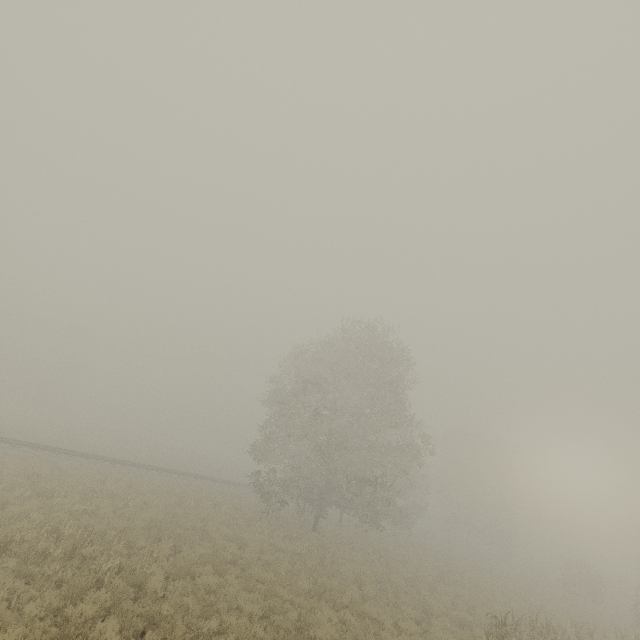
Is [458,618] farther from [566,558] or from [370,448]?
[566,558]
